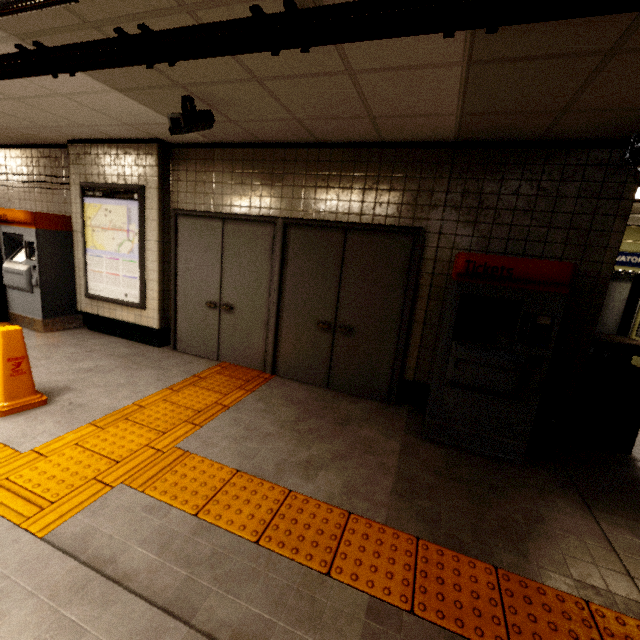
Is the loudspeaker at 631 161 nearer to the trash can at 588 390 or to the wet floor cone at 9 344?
the trash can at 588 390

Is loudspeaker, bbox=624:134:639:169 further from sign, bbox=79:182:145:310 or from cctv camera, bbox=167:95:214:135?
sign, bbox=79:182:145:310

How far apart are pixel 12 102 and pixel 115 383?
3.3m

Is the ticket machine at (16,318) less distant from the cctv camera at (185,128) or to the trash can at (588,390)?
the cctv camera at (185,128)

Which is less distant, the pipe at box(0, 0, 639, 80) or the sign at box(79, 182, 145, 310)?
the pipe at box(0, 0, 639, 80)

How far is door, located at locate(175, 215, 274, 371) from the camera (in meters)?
4.30

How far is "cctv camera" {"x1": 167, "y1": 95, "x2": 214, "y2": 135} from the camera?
2.8 meters

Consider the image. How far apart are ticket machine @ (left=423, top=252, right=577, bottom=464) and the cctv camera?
2.69m
